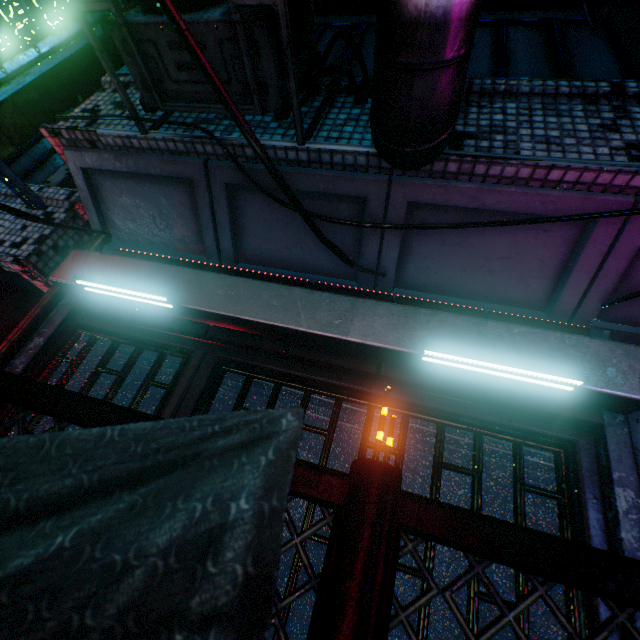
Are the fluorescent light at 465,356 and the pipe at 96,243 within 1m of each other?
no

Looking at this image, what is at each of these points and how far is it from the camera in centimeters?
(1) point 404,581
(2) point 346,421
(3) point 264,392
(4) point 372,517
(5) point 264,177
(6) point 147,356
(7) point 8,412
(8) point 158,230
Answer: (1) storefront, 178cm
(2) rolling door, 184cm
(3) rolling door, 199cm
(4) fence post, 82cm
(5) building support, 204cm
(6) rolling door, 221cm
(7) storefront, 200cm
(8) building support, 255cm

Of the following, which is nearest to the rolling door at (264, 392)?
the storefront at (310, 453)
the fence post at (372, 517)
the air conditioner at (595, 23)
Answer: the storefront at (310, 453)

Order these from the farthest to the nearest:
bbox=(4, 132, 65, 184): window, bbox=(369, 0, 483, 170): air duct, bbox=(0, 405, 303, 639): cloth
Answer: bbox=(4, 132, 65, 184): window → bbox=(369, 0, 483, 170): air duct → bbox=(0, 405, 303, 639): cloth

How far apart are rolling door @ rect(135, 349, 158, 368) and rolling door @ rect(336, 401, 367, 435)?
0.3m

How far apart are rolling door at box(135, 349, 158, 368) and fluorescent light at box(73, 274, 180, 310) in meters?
0.4

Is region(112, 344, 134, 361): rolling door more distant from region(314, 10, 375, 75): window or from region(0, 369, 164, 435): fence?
region(314, 10, 375, 75): window

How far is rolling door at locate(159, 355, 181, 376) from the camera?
2.1m
